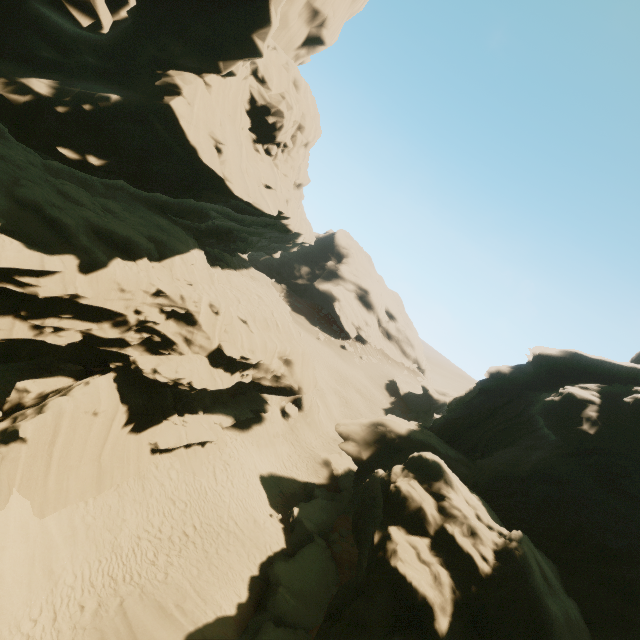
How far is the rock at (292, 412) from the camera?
29.1m

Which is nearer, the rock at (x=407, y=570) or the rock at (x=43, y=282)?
the rock at (x=407, y=570)

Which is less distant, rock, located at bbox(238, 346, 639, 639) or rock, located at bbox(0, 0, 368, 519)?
rock, located at bbox(238, 346, 639, 639)

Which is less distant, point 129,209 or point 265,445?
point 129,209

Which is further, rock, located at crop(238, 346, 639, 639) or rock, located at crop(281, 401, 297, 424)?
rock, located at crop(281, 401, 297, 424)

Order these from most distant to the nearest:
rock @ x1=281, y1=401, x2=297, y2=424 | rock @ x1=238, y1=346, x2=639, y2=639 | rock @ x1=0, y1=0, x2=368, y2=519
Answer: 1. rock @ x1=281, y1=401, x2=297, y2=424
2. rock @ x1=0, y1=0, x2=368, y2=519
3. rock @ x1=238, y1=346, x2=639, y2=639

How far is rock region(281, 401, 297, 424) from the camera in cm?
2912
